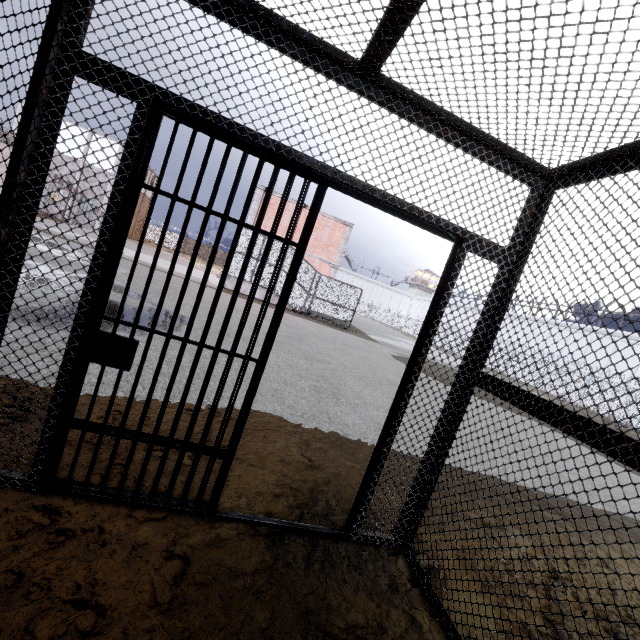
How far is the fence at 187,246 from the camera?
54.9m

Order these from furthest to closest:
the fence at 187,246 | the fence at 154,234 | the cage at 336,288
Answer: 1. the fence at 187,246
2. the fence at 154,234
3. the cage at 336,288

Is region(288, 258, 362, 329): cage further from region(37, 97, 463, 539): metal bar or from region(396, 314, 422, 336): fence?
region(37, 97, 463, 539): metal bar

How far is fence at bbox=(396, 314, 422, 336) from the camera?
52.56m

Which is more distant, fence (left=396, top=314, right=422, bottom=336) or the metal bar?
fence (left=396, top=314, right=422, bottom=336)

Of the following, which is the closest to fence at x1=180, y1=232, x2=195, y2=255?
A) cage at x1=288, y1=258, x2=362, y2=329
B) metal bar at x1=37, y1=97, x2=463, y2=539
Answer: cage at x1=288, y1=258, x2=362, y2=329

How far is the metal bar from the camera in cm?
185

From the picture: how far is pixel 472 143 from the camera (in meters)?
2.16
